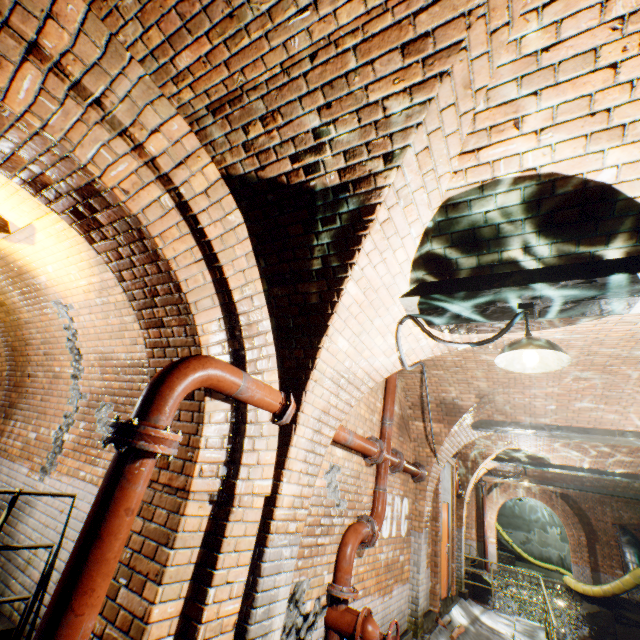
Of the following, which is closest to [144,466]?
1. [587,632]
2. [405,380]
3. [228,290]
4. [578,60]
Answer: [228,290]

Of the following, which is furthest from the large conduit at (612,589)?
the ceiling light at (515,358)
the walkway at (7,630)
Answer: the walkway at (7,630)

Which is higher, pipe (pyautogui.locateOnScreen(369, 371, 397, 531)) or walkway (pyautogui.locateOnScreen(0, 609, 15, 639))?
pipe (pyautogui.locateOnScreen(369, 371, 397, 531))

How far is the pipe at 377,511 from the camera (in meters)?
4.59

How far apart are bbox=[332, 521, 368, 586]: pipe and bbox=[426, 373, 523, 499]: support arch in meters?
2.6 m

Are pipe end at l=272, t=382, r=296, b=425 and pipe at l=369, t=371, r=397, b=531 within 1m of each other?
no

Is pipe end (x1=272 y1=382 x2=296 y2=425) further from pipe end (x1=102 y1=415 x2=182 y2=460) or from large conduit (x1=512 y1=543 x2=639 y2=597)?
large conduit (x1=512 y1=543 x2=639 y2=597)

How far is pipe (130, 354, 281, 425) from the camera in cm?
180
